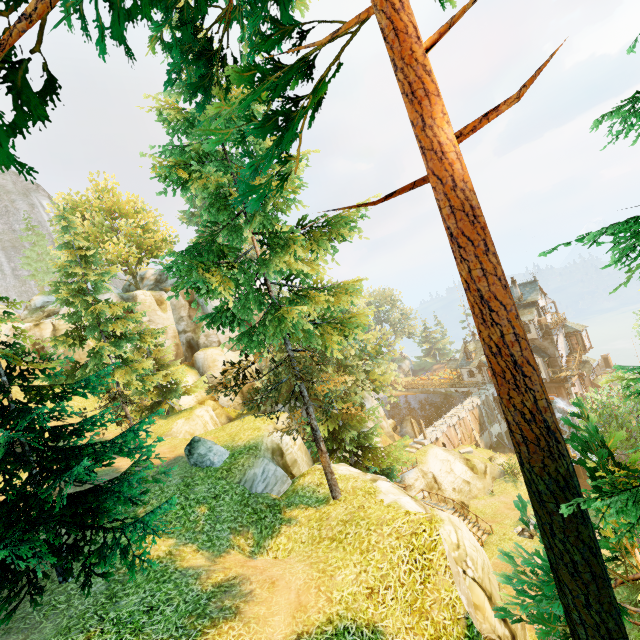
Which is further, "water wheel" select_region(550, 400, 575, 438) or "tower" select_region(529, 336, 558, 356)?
"tower" select_region(529, 336, 558, 356)

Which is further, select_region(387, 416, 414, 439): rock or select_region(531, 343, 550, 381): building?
select_region(387, 416, 414, 439): rock

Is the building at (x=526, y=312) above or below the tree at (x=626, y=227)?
below

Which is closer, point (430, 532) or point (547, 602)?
point (547, 602)

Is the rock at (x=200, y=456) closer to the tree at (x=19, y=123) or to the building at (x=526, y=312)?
the tree at (x=19, y=123)

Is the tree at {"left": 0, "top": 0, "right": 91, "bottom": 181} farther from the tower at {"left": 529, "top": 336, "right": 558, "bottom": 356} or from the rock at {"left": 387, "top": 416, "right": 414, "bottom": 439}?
the tower at {"left": 529, "top": 336, "right": 558, "bottom": 356}

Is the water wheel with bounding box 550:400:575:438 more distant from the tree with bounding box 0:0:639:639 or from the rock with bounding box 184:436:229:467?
the rock with bounding box 184:436:229:467

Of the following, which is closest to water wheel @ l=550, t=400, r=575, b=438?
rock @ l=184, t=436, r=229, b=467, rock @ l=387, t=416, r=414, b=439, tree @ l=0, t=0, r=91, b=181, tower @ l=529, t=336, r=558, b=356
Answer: tower @ l=529, t=336, r=558, b=356
